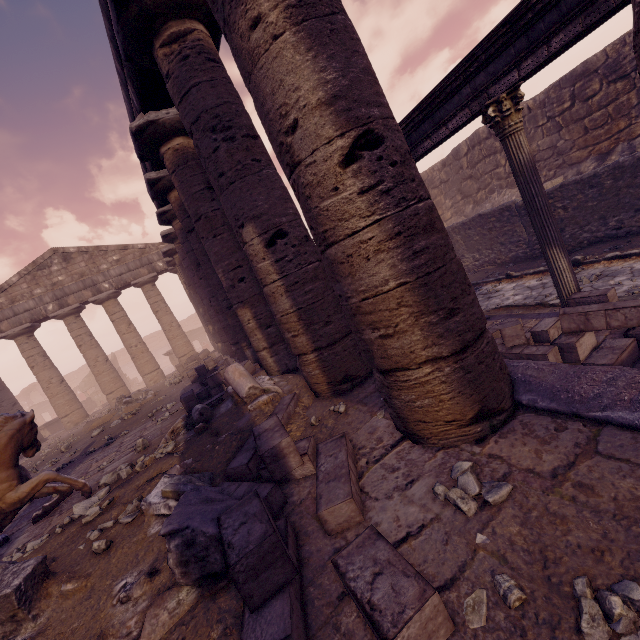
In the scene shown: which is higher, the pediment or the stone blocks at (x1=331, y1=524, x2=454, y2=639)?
the pediment

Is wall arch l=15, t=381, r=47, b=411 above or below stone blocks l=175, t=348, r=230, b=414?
above

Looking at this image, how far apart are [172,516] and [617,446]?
2.96m

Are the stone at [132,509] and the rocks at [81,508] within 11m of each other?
yes

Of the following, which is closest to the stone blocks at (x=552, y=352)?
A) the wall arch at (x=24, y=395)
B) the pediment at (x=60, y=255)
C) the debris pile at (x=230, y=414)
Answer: the debris pile at (x=230, y=414)

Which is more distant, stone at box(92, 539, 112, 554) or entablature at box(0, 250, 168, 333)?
entablature at box(0, 250, 168, 333)

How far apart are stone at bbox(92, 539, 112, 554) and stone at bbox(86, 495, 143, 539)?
0.3 meters

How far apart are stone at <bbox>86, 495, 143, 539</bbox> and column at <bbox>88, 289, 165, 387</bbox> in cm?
1600
